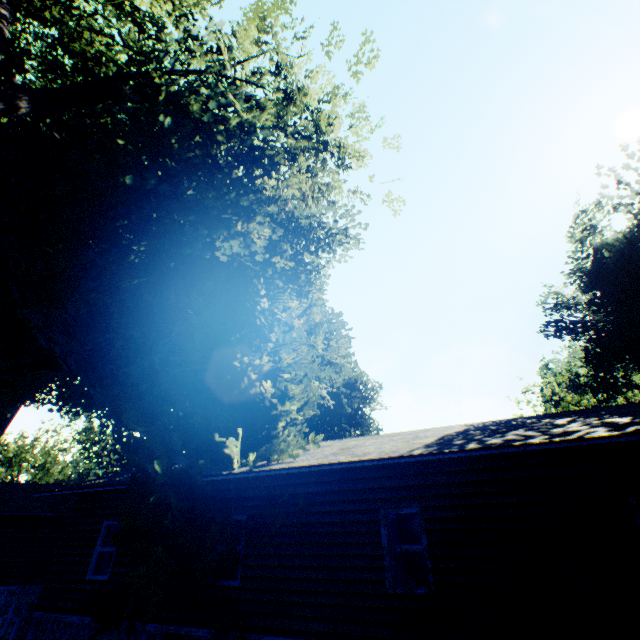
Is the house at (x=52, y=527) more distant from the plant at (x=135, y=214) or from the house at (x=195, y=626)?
the house at (x=195, y=626)

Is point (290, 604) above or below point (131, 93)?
below

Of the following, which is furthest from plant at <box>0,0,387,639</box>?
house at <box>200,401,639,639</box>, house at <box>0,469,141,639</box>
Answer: house at <box>0,469,141,639</box>

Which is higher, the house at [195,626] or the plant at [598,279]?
the plant at [598,279]

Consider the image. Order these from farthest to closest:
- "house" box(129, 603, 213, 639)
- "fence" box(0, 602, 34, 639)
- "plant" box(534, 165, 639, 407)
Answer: "plant" box(534, 165, 639, 407)
"fence" box(0, 602, 34, 639)
"house" box(129, 603, 213, 639)

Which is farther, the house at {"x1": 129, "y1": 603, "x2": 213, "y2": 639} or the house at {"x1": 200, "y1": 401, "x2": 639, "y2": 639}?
the house at {"x1": 129, "y1": 603, "x2": 213, "y2": 639}

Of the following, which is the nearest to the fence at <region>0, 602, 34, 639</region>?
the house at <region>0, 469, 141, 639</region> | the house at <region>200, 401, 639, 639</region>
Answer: the house at <region>200, 401, 639, 639</region>
